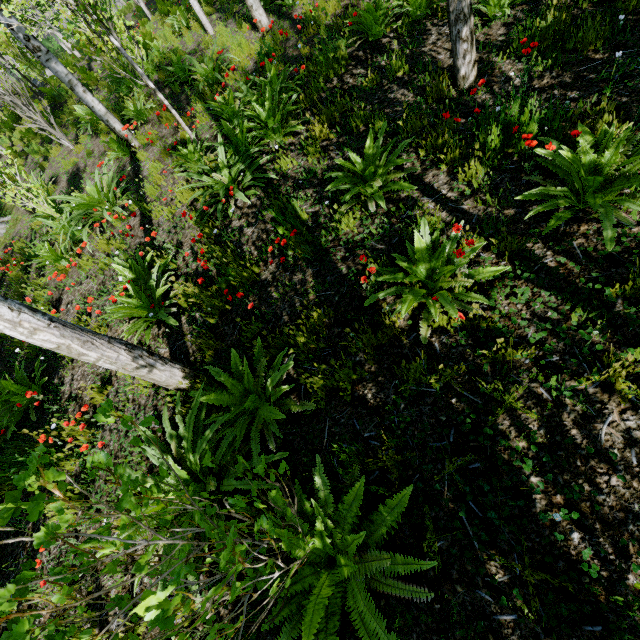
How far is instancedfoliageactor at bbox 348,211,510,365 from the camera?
2.4 meters

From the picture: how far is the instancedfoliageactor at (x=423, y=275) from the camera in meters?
2.4 m

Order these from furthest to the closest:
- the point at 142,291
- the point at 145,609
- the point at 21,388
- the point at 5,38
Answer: the point at 5,38, the point at 21,388, the point at 142,291, the point at 145,609
